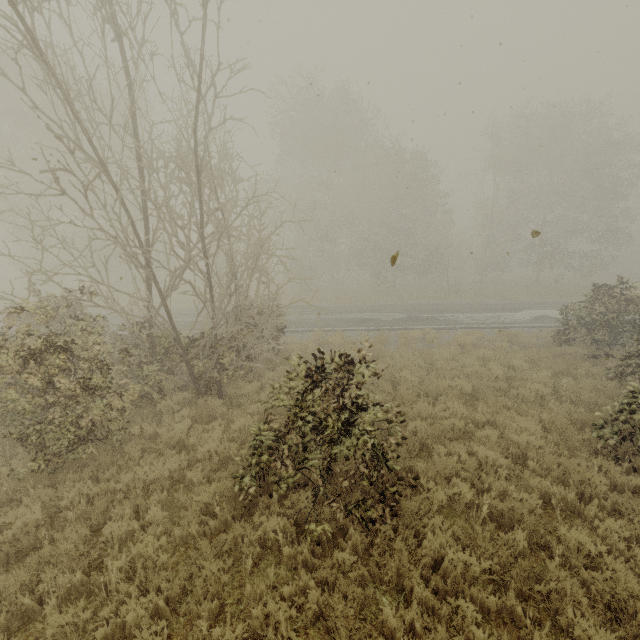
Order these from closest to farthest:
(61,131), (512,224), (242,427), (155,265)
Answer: (242,427), (61,131), (512,224), (155,265)

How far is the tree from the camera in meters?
4.7 m

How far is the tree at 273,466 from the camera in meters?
4.7
